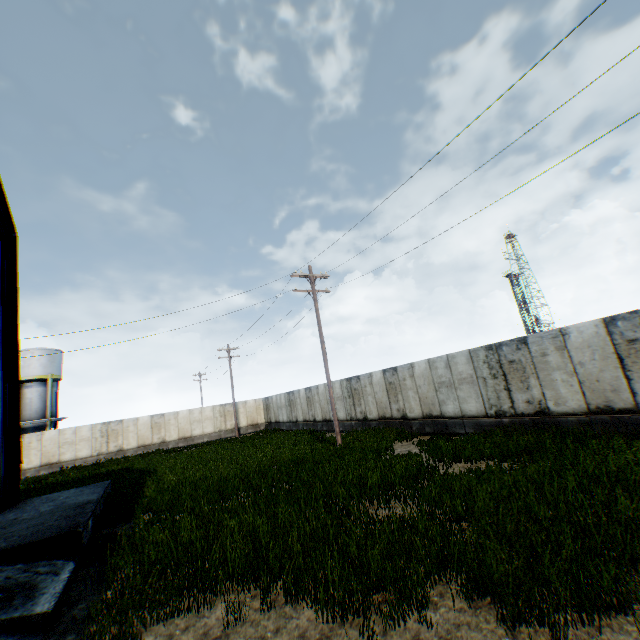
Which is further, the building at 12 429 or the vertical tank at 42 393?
the vertical tank at 42 393

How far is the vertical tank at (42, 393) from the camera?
33.19m

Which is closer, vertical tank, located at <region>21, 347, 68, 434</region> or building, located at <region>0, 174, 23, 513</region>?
building, located at <region>0, 174, 23, 513</region>

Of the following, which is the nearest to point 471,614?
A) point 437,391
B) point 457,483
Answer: point 457,483

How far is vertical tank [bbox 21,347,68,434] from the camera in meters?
33.2 m
